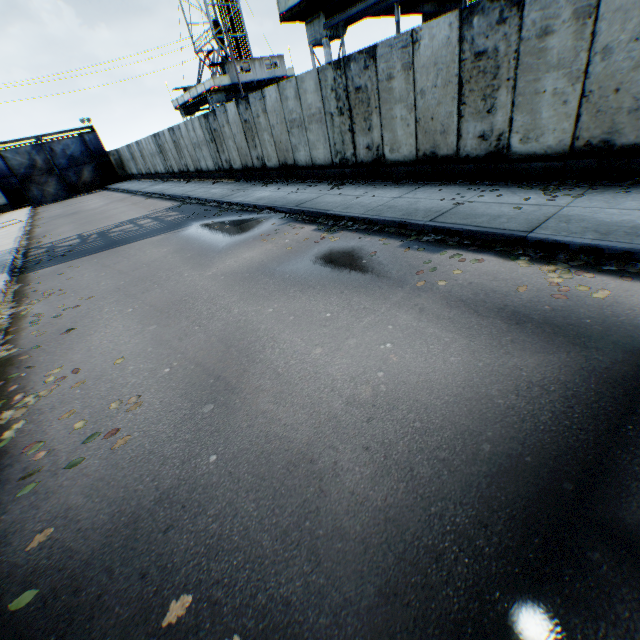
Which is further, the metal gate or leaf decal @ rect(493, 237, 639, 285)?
the metal gate

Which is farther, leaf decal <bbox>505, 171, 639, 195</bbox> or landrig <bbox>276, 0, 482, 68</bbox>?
landrig <bbox>276, 0, 482, 68</bbox>

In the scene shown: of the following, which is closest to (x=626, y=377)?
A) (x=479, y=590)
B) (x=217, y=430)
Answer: (x=479, y=590)

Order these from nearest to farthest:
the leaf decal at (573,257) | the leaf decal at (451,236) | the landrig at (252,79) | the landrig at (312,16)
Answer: the leaf decal at (573,257), the leaf decal at (451,236), the landrig at (312,16), the landrig at (252,79)

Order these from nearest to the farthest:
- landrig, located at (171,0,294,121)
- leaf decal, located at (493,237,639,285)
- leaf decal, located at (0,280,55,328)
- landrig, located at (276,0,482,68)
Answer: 1. leaf decal, located at (493,237,639,285)
2. leaf decal, located at (0,280,55,328)
3. landrig, located at (276,0,482,68)
4. landrig, located at (171,0,294,121)

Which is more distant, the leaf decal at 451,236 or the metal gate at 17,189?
the metal gate at 17,189

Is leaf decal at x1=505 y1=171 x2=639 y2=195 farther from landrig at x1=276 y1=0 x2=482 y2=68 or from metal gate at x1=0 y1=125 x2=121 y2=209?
metal gate at x1=0 y1=125 x2=121 y2=209

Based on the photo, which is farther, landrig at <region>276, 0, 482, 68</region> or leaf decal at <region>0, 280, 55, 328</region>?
landrig at <region>276, 0, 482, 68</region>
